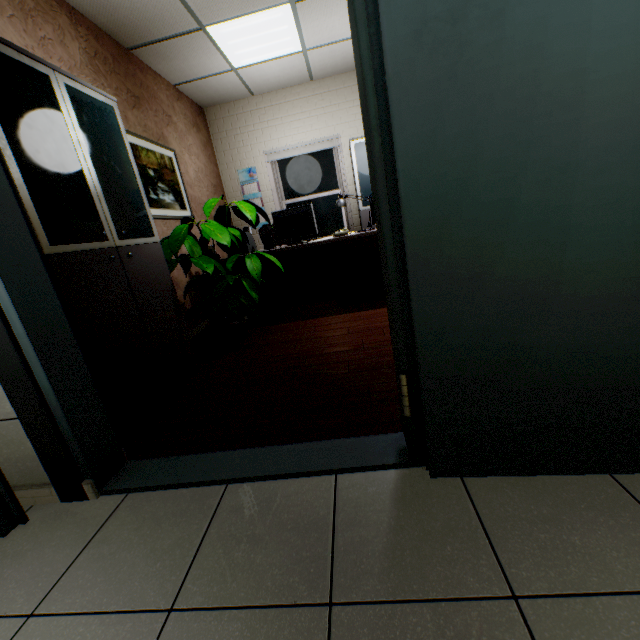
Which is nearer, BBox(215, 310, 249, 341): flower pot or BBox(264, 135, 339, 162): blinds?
BBox(215, 310, 249, 341): flower pot

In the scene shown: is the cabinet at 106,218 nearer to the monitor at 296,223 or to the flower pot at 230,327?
the flower pot at 230,327

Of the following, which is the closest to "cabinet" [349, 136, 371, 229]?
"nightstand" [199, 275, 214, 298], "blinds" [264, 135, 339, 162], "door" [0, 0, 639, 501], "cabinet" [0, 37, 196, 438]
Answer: "blinds" [264, 135, 339, 162]

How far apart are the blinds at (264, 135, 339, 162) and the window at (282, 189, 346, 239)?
0.69m

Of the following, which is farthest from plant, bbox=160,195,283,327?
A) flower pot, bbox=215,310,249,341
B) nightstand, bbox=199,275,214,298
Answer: nightstand, bbox=199,275,214,298

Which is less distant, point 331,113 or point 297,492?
point 297,492

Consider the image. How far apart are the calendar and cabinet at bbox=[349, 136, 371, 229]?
1.77m

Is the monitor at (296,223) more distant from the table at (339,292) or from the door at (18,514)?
the door at (18,514)
